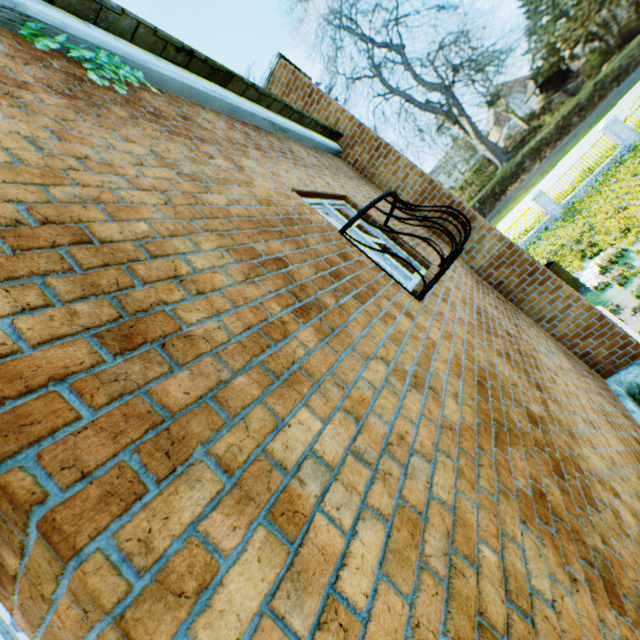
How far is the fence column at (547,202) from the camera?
22.3 meters

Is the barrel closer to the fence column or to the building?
the building

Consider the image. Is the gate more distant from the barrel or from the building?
the building

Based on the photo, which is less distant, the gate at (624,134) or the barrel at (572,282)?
the barrel at (572,282)

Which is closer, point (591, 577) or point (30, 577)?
point (30, 577)

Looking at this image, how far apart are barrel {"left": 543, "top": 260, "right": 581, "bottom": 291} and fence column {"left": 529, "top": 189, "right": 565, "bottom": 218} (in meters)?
13.27

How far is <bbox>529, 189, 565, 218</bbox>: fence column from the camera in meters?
22.3
